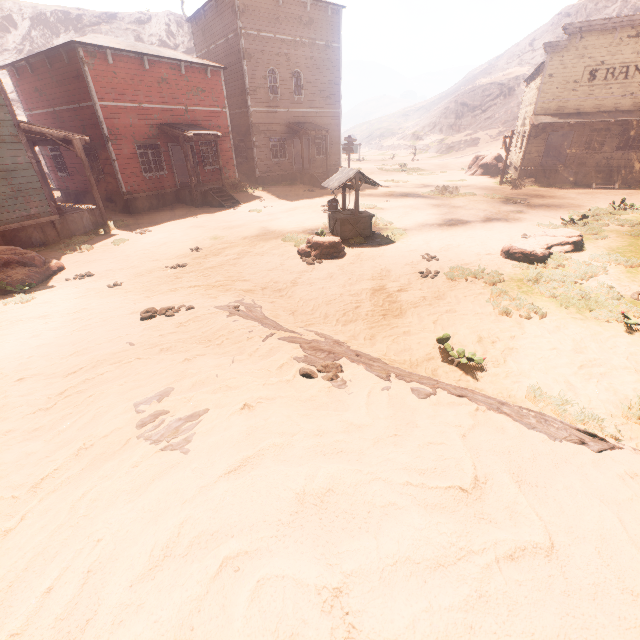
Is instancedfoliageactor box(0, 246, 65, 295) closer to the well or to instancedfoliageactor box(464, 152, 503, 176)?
the well

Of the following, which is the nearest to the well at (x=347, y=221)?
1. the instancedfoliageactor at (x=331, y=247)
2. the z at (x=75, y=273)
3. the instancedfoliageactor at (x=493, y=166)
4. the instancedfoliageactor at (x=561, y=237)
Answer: the z at (x=75, y=273)

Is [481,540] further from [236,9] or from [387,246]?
[236,9]

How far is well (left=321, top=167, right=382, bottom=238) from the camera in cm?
1116

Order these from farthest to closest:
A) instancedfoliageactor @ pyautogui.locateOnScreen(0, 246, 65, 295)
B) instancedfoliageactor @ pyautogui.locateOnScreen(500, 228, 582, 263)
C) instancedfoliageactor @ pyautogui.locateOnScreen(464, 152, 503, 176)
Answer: instancedfoliageactor @ pyautogui.locateOnScreen(464, 152, 503, 176)
instancedfoliageactor @ pyautogui.locateOnScreen(500, 228, 582, 263)
instancedfoliageactor @ pyautogui.locateOnScreen(0, 246, 65, 295)

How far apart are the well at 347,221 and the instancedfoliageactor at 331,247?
0.68m

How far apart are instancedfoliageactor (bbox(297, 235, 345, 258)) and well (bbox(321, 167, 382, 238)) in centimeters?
68cm

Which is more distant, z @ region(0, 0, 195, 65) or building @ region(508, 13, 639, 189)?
z @ region(0, 0, 195, 65)
